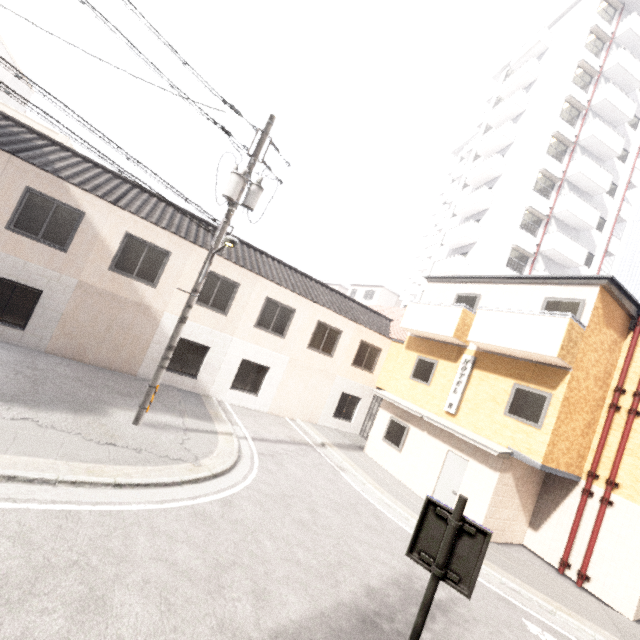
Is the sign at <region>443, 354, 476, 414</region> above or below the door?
above

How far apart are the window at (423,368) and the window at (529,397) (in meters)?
3.12

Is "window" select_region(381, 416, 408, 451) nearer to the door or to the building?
the door

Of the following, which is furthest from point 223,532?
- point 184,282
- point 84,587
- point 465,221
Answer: point 465,221

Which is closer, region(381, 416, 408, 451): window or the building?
region(381, 416, 408, 451): window

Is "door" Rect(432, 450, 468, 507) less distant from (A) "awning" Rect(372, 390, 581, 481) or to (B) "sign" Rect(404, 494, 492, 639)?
(A) "awning" Rect(372, 390, 581, 481)

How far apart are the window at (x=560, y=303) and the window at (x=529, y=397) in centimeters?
198cm

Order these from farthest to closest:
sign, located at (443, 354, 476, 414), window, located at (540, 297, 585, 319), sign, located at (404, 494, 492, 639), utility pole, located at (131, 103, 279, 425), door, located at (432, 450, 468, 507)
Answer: sign, located at (443, 354, 476, 414), door, located at (432, 450, 468, 507), window, located at (540, 297, 585, 319), utility pole, located at (131, 103, 279, 425), sign, located at (404, 494, 492, 639)
